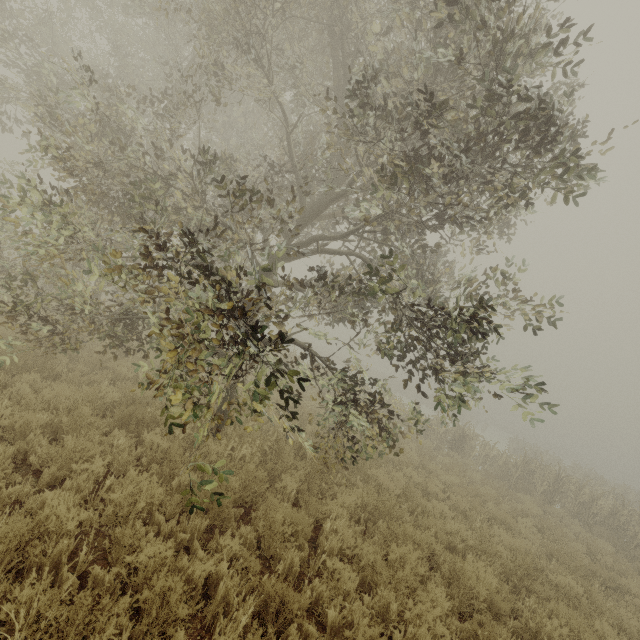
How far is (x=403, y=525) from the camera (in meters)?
5.61
